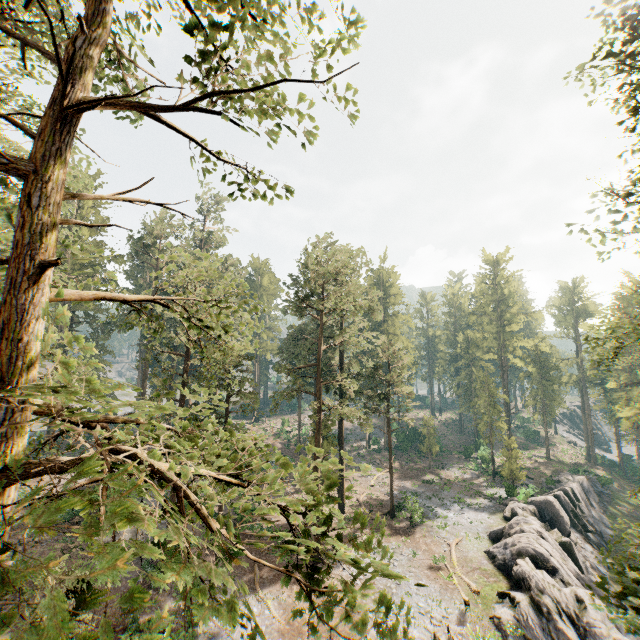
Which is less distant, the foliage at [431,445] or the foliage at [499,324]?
the foliage at [499,324]

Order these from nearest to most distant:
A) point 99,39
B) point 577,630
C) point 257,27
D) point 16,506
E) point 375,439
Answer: point 16,506 < point 99,39 < point 257,27 < point 577,630 < point 375,439

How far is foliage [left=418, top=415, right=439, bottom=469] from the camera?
48.09m

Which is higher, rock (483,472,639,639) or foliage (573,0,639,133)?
foliage (573,0,639,133)

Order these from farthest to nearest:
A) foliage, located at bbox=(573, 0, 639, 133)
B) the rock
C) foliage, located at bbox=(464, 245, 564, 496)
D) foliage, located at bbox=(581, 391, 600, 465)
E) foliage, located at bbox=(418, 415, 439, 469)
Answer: foliage, located at bbox=(581, 391, 600, 465) < foliage, located at bbox=(418, 415, 439, 469) < foliage, located at bbox=(464, 245, 564, 496) < the rock < foliage, located at bbox=(573, 0, 639, 133)

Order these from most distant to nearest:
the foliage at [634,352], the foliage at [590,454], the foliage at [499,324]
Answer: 1. the foliage at [590,454]
2. the foliage at [499,324]
3. the foliage at [634,352]
